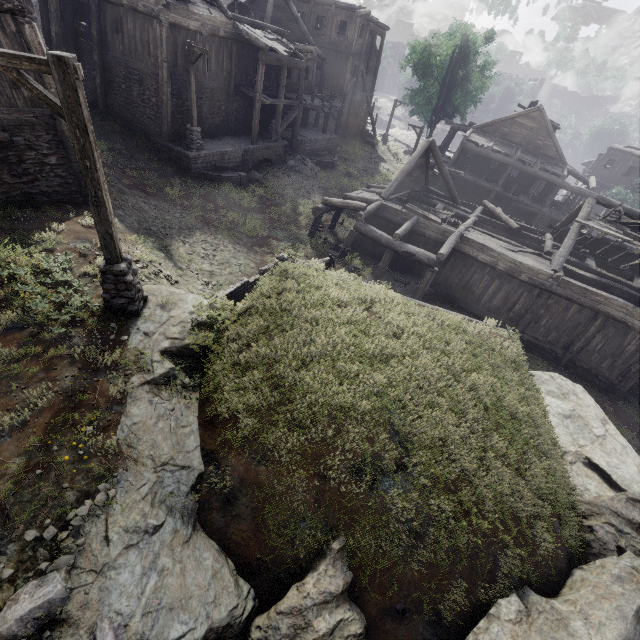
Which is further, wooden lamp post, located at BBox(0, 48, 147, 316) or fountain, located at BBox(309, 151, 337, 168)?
fountain, located at BBox(309, 151, 337, 168)

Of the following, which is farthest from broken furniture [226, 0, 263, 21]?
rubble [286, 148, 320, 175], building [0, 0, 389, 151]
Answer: rubble [286, 148, 320, 175]

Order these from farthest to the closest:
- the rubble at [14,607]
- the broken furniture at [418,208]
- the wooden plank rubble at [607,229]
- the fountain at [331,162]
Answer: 1. the fountain at [331,162]
2. the broken furniture at [418,208]
3. the wooden plank rubble at [607,229]
4. the rubble at [14,607]

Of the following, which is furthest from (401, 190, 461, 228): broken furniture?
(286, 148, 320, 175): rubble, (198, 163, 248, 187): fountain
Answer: (286, 148, 320, 175): rubble

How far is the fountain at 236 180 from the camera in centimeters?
1838cm

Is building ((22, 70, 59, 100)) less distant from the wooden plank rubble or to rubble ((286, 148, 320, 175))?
the wooden plank rubble

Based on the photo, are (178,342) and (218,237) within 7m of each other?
no

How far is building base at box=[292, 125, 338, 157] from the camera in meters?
25.5
